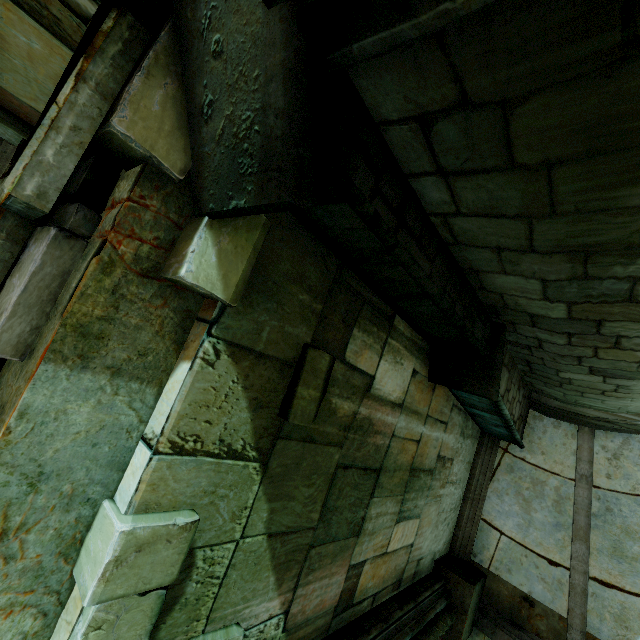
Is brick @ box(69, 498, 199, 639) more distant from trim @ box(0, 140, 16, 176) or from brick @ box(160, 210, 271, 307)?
trim @ box(0, 140, 16, 176)

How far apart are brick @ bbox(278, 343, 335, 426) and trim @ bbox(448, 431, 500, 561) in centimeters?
564cm

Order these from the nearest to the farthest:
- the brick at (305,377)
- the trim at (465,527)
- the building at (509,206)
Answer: the building at (509,206), the brick at (305,377), the trim at (465,527)

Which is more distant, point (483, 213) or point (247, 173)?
point (483, 213)

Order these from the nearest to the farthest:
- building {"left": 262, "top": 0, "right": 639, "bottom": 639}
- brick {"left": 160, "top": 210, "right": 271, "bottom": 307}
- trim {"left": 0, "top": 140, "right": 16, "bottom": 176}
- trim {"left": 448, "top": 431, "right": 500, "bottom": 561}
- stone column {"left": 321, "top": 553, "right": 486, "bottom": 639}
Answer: building {"left": 262, "top": 0, "right": 639, "bottom": 639}
brick {"left": 160, "top": 210, "right": 271, "bottom": 307}
stone column {"left": 321, "top": 553, "right": 486, "bottom": 639}
trim {"left": 0, "top": 140, "right": 16, "bottom": 176}
trim {"left": 448, "top": 431, "right": 500, "bottom": 561}

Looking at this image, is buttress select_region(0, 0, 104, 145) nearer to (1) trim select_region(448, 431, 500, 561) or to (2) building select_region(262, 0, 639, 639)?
(2) building select_region(262, 0, 639, 639)

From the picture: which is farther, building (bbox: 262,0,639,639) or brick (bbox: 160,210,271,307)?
brick (bbox: 160,210,271,307)

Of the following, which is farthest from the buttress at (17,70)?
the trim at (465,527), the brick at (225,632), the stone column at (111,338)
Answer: the trim at (465,527)
